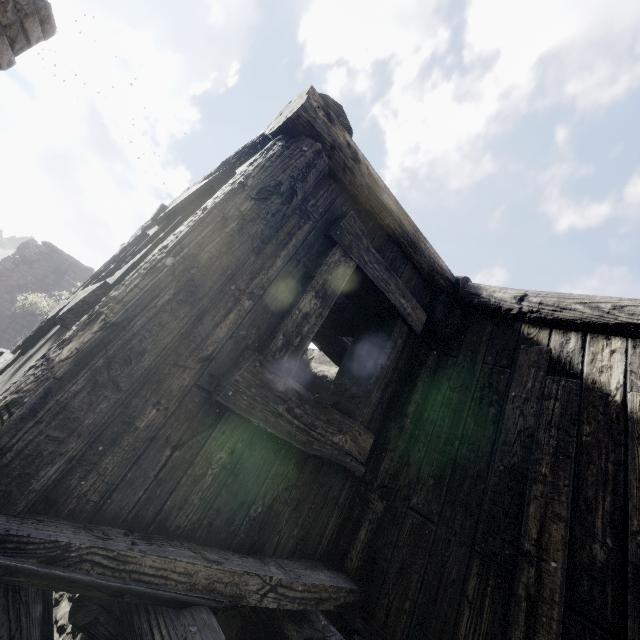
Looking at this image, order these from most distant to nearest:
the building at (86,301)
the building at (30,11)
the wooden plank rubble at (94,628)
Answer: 1. the building at (30,11)
2. the wooden plank rubble at (94,628)
3. the building at (86,301)

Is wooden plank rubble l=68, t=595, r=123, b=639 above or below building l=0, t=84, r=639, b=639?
below

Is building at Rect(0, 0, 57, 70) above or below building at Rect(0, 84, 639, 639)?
above

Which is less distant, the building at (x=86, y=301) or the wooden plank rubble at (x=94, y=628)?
the building at (x=86, y=301)

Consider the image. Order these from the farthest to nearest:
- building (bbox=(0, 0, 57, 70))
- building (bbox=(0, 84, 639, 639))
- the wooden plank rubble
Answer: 1. building (bbox=(0, 0, 57, 70))
2. the wooden plank rubble
3. building (bbox=(0, 84, 639, 639))

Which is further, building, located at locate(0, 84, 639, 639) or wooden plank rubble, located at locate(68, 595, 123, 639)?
wooden plank rubble, located at locate(68, 595, 123, 639)

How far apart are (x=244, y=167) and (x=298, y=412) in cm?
152
